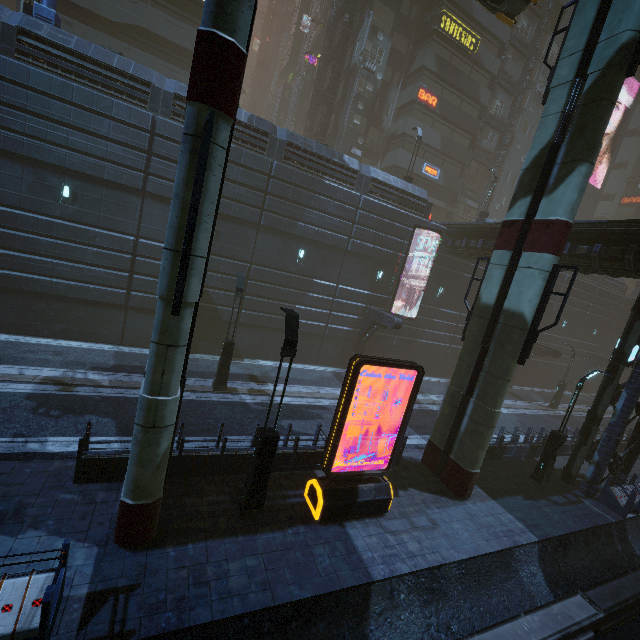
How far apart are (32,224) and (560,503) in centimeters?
2618cm

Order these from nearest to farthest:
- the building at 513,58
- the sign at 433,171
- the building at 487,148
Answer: the sign at 433,171
the building at 513,58
the building at 487,148

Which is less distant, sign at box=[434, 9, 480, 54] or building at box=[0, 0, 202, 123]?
building at box=[0, 0, 202, 123]

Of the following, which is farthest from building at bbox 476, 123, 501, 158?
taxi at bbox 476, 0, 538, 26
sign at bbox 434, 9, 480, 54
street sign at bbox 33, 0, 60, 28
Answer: taxi at bbox 476, 0, 538, 26

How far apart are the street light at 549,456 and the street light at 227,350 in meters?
14.6

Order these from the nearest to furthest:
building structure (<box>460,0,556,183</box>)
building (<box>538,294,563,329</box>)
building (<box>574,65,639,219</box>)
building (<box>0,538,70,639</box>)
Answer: building (<box>0,538,70,639</box>) < building (<box>538,294,563,329</box>) < building structure (<box>460,0,556,183</box>) < building (<box>574,65,639,219</box>)

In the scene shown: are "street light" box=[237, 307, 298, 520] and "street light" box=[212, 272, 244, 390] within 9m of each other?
yes

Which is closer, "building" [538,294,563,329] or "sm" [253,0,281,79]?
Result: "building" [538,294,563,329]
